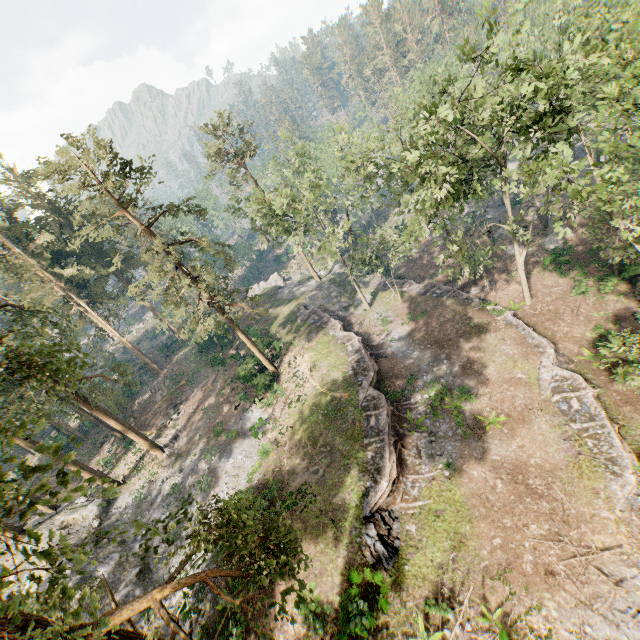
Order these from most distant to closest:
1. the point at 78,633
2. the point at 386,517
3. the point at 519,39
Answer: the point at 519,39 → the point at 386,517 → the point at 78,633

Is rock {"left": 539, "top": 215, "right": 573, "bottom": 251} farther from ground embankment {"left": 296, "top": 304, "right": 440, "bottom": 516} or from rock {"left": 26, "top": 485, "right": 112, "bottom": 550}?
rock {"left": 26, "top": 485, "right": 112, "bottom": 550}

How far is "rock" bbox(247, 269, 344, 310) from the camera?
42.7m

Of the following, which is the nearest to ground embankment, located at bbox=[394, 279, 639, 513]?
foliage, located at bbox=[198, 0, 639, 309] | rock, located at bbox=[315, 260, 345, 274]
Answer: foliage, located at bbox=[198, 0, 639, 309]

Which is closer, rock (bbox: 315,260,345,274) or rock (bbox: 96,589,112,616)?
rock (bbox: 96,589,112,616)

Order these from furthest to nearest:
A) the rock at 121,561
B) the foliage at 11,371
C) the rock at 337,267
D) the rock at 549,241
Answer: the rock at 337,267, the rock at 549,241, the rock at 121,561, the foliage at 11,371

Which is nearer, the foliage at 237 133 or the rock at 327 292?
the foliage at 237 133

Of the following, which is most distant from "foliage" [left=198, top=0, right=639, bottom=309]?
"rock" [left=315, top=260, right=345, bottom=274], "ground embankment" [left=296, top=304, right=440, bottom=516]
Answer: "ground embankment" [left=296, top=304, right=440, bottom=516]
